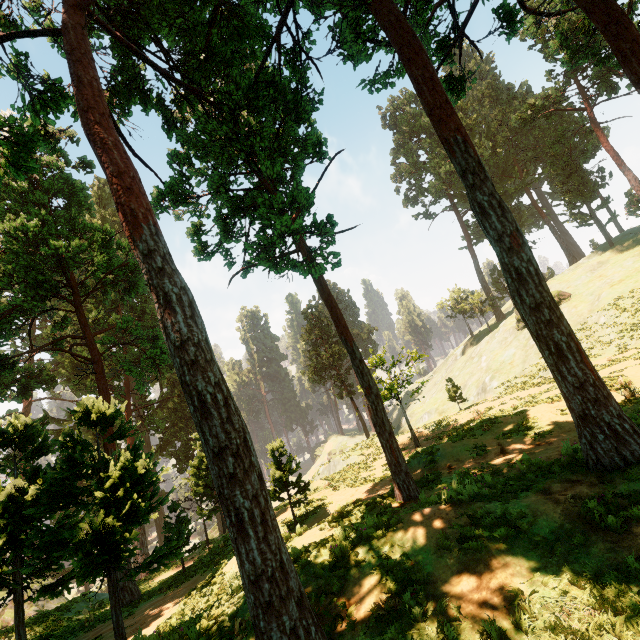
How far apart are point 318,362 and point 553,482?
Result: 40.8m
